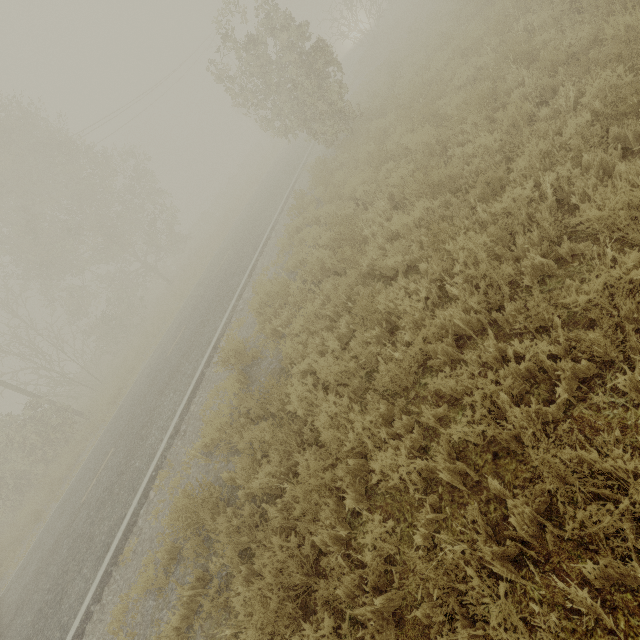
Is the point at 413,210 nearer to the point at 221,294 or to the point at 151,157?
the point at 221,294
